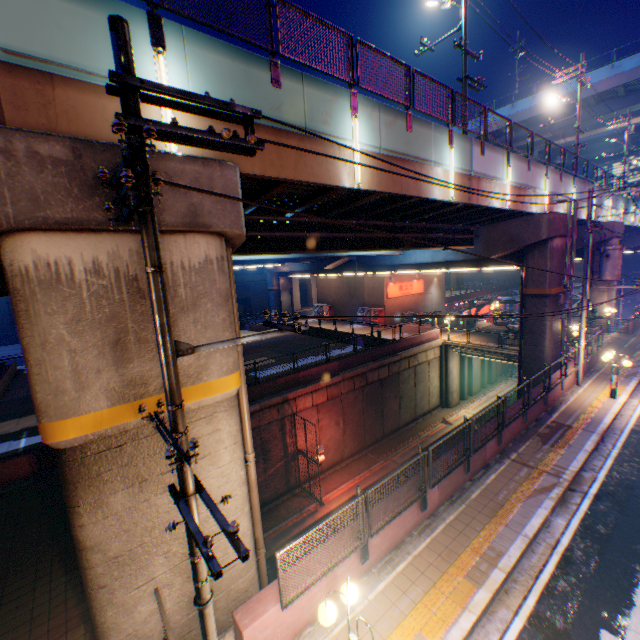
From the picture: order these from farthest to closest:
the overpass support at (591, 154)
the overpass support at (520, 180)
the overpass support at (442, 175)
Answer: the overpass support at (591, 154)
the overpass support at (520, 180)
the overpass support at (442, 175)

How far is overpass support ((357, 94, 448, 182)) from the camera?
9.3 meters

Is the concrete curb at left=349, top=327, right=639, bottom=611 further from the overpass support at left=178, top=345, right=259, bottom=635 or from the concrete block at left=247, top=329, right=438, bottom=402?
the concrete block at left=247, top=329, right=438, bottom=402

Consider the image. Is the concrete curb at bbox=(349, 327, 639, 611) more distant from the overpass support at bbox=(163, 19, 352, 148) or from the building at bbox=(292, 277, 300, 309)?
the building at bbox=(292, 277, 300, 309)

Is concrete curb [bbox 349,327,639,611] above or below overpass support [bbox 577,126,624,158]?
below

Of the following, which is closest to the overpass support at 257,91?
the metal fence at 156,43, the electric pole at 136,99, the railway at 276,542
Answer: the metal fence at 156,43

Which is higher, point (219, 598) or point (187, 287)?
point (187, 287)

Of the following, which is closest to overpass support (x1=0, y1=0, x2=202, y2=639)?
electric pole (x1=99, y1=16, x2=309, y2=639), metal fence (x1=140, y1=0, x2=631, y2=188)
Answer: metal fence (x1=140, y1=0, x2=631, y2=188)
